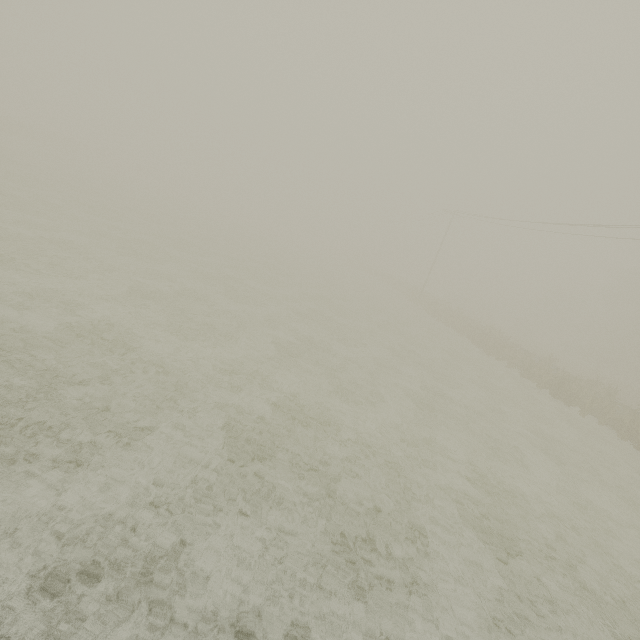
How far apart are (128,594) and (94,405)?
3.42m
